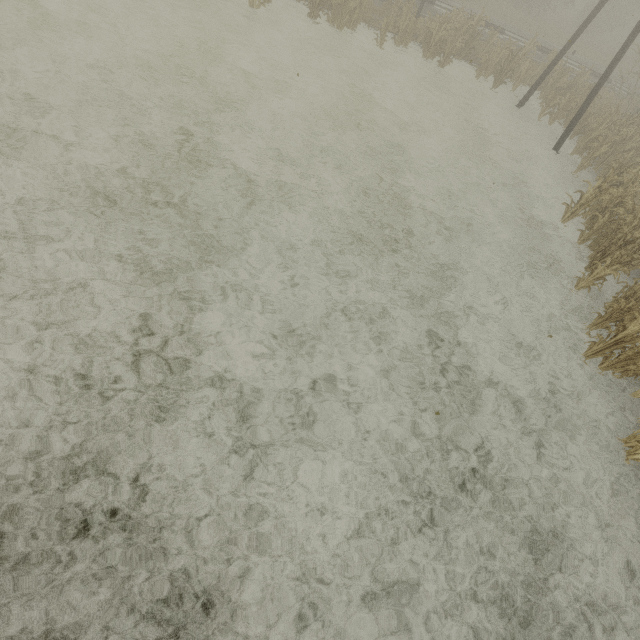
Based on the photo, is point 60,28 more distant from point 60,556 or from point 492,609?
point 492,609

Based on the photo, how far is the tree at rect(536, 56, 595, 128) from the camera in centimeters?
1519cm

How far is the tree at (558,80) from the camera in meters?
15.2

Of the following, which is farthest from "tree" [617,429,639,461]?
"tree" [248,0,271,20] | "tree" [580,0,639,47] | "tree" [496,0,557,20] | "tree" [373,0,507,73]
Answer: "tree" [580,0,639,47]

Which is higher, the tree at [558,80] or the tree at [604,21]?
the tree at [604,21]

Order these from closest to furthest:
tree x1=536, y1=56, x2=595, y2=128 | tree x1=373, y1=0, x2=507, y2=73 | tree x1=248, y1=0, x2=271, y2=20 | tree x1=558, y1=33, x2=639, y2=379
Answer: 1. tree x1=558, y1=33, x2=639, y2=379
2. tree x1=248, y1=0, x2=271, y2=20
3. tree x1=373, y1=0, x2=507, y2=73
4. tree x1=536, y1=56, x2=595, y2=128

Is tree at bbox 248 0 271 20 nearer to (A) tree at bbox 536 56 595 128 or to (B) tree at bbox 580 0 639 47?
(A) tree at bbox 536 56 595 128
